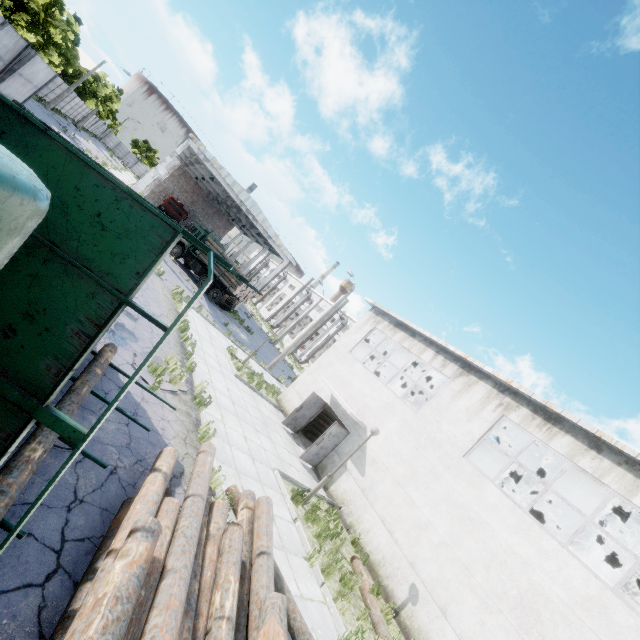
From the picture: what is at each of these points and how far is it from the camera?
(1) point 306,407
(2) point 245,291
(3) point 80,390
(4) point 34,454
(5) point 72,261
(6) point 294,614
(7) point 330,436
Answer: (1) door, 15.8 meters
(2) log pile, 28.0 meters
(3) log, 5.3 meters
(4) log, 3.8 meters
(5) truck, 2.3 meters
(6) log, 5.7 meters
(7) door, 13.9 meters

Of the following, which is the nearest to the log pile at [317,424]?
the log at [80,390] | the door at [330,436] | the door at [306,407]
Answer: the door at [306,407]

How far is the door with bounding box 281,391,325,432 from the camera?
15.5m

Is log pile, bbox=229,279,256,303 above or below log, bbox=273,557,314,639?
above

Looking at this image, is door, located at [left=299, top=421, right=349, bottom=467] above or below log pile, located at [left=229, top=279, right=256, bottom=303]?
below

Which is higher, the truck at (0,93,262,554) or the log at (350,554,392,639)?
the truck at (0,93,262,554)

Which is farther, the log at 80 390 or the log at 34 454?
the log at 80 390

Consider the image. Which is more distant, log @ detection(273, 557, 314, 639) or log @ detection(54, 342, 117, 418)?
log @ detection(273, 557, 314, 639)
